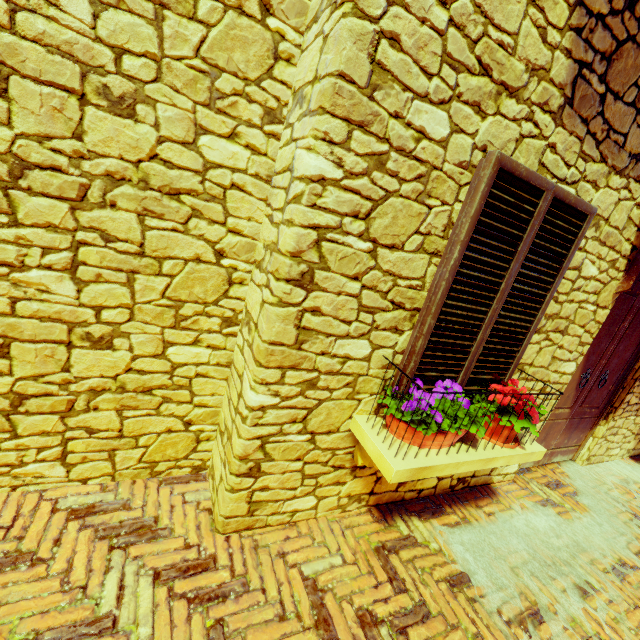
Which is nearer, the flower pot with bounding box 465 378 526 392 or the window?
the window

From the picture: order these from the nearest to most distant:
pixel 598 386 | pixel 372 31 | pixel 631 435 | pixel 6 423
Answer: pixel 372 31 < pixel 6 423 < pixel 598 386 < pixel 631 435

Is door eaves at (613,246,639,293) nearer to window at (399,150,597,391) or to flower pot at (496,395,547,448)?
window at (399,150,597,391)

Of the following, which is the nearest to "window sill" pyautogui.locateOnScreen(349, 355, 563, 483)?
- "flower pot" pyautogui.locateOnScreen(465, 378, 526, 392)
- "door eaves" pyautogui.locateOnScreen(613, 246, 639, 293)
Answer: "flower pot" pyautogui.locateOnScreen(465, 378, 526, 392)

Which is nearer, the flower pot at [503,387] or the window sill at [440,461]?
the window sill at [440,461]

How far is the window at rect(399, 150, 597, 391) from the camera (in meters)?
1.83

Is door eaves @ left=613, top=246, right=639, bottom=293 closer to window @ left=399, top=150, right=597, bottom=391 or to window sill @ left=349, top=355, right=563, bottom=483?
window @ left=399, top=150, right=597, bottom=391

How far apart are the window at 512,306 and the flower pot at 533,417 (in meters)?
0.03
